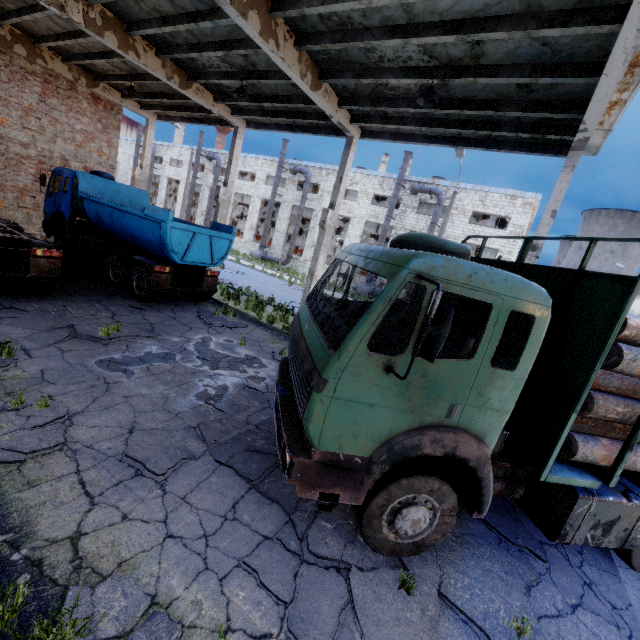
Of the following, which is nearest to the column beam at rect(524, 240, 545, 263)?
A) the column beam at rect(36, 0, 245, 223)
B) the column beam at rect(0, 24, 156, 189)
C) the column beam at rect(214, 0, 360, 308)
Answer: the column beam at rect(214, 0, 360, 308)

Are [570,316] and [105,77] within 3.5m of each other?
no

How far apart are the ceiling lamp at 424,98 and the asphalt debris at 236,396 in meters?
7.6

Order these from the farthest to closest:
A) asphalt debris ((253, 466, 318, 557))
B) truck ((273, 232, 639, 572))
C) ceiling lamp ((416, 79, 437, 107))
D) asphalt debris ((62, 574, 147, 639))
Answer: ceiling lamp ((416, 79, 437, 107)), asphalt debris ((253, 466, 318, 557)), truck ((273, 232, 639, 572)), asphalt debris ((62, 574, 147, 639))

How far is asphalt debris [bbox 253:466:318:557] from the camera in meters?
3.8

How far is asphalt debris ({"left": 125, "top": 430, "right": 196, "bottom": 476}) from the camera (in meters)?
4.34

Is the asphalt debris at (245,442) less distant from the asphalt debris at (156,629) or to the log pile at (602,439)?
the asphalt debris at (156,629)

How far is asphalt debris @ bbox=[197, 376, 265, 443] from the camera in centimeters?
537cm
